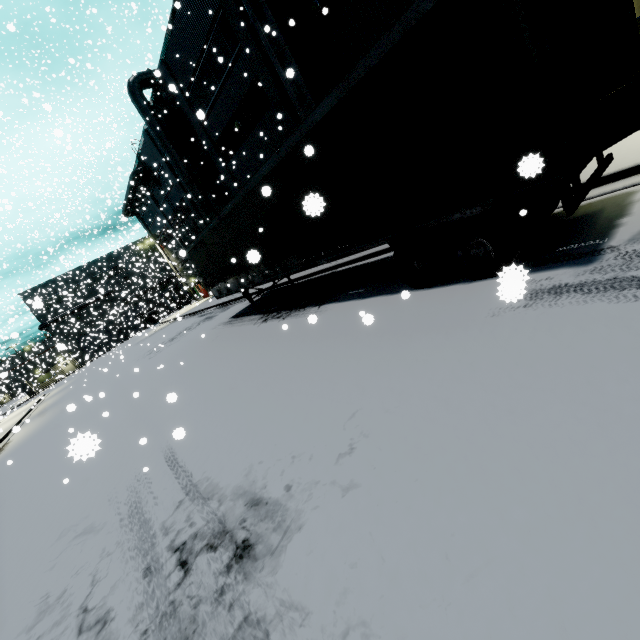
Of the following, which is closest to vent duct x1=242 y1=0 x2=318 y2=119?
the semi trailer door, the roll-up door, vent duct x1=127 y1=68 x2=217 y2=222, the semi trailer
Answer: the semi trailer

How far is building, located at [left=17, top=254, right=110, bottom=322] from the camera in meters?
28.6

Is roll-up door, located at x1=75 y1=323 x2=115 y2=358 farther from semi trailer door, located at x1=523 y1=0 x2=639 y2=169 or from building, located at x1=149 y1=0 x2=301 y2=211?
semi trailer door, located at x1=523 y1=0 x2=639 y2=169

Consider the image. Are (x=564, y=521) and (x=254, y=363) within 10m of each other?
yes

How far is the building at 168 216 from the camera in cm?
2725

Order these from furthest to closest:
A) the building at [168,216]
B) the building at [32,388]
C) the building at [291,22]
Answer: the building at [32,388], the building at [168,216], the building at [291,22]

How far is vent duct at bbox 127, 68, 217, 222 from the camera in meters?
21.8

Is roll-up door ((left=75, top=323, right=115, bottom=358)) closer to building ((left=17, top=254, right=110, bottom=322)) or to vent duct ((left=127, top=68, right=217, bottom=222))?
building ((left=17, top=254, right=110, bottom=322))
